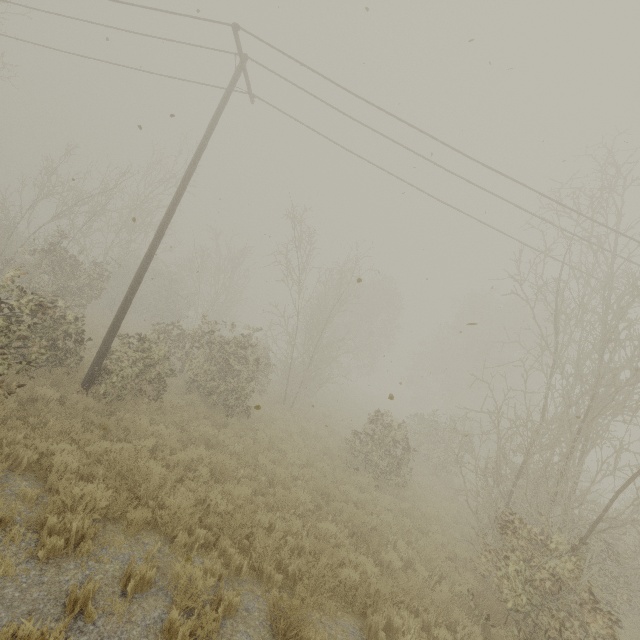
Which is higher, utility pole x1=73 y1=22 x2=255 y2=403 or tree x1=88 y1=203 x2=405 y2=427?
tree x1=88 y1=203 x2=405 y2=427

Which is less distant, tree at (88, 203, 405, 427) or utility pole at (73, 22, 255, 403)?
utility pole at (73, 22, 255, 403)

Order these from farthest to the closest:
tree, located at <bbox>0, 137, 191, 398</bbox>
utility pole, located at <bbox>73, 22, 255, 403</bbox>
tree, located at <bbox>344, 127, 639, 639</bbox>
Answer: utility pole, located at <bbox>73, 22, 255, 403</bbox>, tree, located at <bbox>0, 137, 191, 398</bbox>, tree, located at <bbox>344, 127, 639, 639</bbox>

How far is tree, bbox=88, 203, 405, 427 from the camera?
10.9m

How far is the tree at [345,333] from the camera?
10.87m

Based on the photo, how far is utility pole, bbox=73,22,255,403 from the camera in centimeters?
970cm

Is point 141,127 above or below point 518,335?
below

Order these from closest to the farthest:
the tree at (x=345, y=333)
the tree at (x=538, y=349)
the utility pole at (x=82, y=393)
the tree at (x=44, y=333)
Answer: the tree at (x=538, y=349), the tree at (x=44, y=333), the utility pole at (x=82, y=393), the tree at (x=345, y=333)
